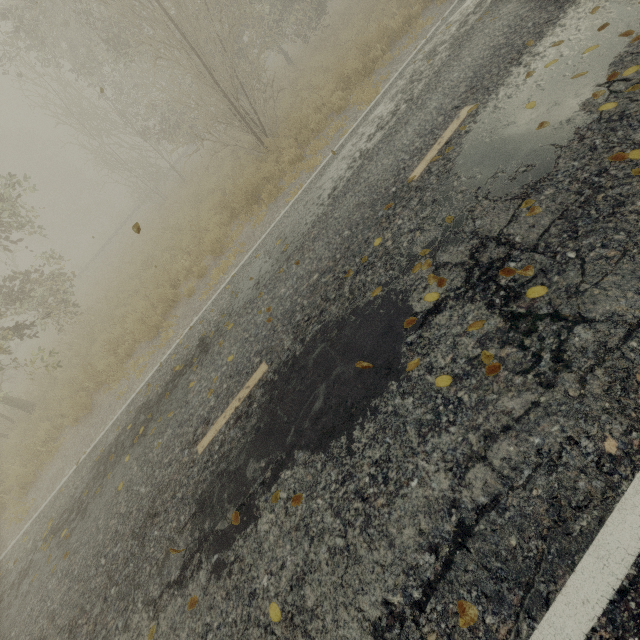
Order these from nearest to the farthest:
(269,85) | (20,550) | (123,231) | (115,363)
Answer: (20,550)
(115,363)
(269,85)
(123,231)
